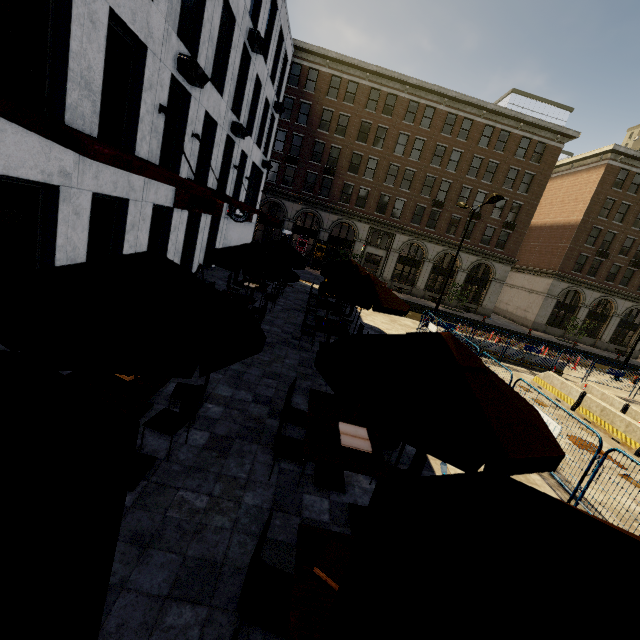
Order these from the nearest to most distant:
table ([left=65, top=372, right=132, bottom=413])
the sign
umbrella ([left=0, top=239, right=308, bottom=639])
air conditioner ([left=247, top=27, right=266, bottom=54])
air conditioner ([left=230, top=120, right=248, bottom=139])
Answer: umbrella ([left=0, top=239, right=308, bottom=639]) → table ([left=65, top=372, right=132, bottom=413]) → the sign → air conditioner ([left=247, top=27, right=266, bottom=54]) → air conditioner ([left=230, top=120, right=248, bottom=139])

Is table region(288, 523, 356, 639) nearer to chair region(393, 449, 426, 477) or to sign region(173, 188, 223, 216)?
chair region(393, 449, 426, 477)

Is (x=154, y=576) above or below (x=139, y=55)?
below

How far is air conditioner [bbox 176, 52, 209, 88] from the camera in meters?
10.0 m

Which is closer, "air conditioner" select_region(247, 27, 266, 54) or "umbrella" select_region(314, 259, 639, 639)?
"umbrella" select_region(314, 259, 639, 639)

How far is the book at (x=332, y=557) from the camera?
2.8 meters

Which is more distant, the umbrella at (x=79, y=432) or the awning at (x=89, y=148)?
the awning at (x=89, y=148)

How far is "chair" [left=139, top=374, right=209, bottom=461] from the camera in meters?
4.5 m
